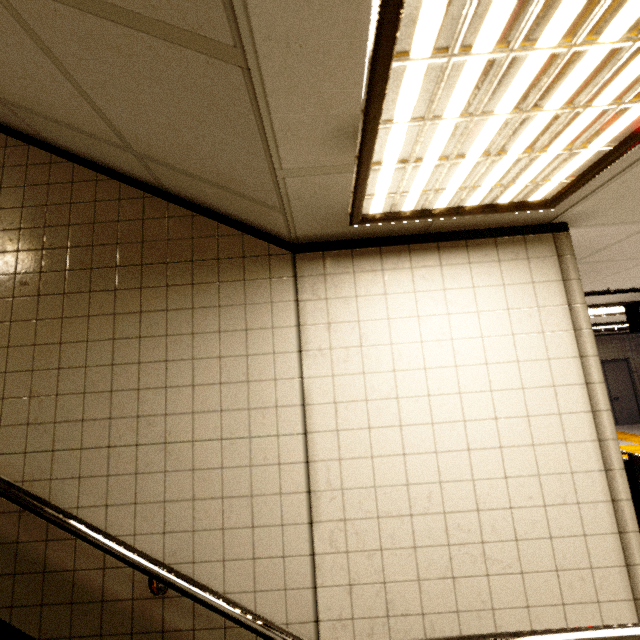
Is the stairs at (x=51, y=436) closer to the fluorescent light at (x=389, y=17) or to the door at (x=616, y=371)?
the fluorescent light at (x=389, y=17)

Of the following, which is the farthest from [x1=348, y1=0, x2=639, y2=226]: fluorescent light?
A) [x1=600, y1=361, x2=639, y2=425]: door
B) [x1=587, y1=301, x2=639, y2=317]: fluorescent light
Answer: [x1=600, y1=361, x2=639, y2=425]: door

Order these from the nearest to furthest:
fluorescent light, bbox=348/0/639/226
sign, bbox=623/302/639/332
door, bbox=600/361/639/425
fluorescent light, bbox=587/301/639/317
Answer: fluorescent light, bbox=348/0/639/226, sign, bbox=623/302/639/332, fluorescent light, bbox=587/301/639/317, door, bbox=600/361/639/425

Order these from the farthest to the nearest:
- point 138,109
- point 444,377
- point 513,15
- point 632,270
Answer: point 632,270 → point 444,377 → point 138,109 → point 513,15

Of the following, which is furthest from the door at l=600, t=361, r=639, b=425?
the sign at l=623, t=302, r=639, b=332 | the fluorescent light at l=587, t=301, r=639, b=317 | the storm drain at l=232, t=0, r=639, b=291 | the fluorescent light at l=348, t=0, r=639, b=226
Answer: the fluorescent light at l=348, t=0, r=639, b=226

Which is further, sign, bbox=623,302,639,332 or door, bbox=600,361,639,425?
door, bbox=600,361,639,425

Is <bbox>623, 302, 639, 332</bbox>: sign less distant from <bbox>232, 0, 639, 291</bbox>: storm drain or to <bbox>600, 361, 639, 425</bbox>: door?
<bbox>232, 0, 639, 291</bbox>: storm drain

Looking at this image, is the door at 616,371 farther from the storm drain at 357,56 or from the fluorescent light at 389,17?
the fluorescent light at 389,17
